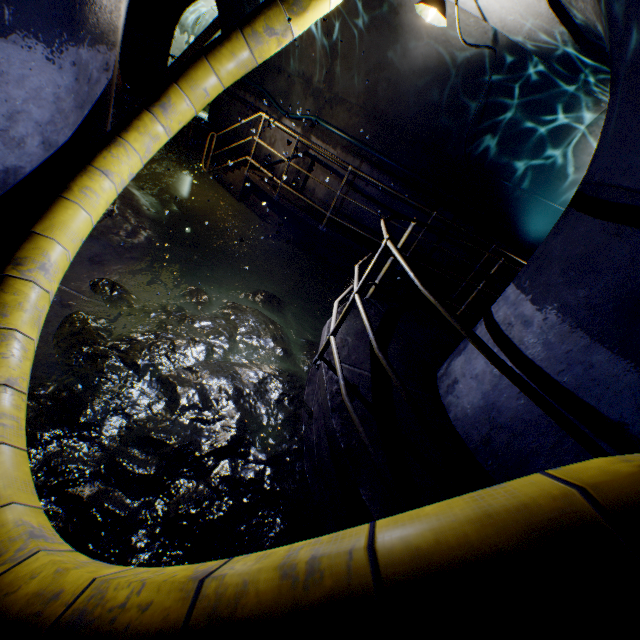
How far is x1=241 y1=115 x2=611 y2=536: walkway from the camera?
1.9 meters

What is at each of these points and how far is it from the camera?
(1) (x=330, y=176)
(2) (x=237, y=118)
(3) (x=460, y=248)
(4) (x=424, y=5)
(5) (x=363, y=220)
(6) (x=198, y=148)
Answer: (1) building tunnel, 7.7 meters
(2) building tunnel, 9.9 meters
(3) building tunnel, 7.9 meters
(4) ceiling light, 4.0 meters
(5) building tunnel, 7.8 meters
(6) stairs, 10.1 meters

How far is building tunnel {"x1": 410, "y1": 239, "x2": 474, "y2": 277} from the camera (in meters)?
8.01

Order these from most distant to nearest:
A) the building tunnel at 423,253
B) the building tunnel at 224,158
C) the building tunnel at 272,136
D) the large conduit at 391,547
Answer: the building tunnel at 224,158 < the building tunnel at 423,253 < the building tunnel at 272,136 < the large conduit at 391,547

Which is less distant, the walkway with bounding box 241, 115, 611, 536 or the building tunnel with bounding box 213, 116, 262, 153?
the walkway with bounding box 241, 115, 611, 536

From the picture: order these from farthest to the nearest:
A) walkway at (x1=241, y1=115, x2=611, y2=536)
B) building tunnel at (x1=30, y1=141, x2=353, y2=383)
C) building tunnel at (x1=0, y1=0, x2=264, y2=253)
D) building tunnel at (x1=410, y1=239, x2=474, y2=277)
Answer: building tunnel at (x1=410, y1=239, x2=474, y2=277) < building tunnel at (x1=30, y1=141, x2=353, y2=383) < building tunnel at (x1=0, y1=0, x2=264, y2=253) < walkway at (x1=241, y1=115, x2=611, y2=536)

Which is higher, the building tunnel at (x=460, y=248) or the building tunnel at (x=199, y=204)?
the building tunnel at (x=460, y=248)
